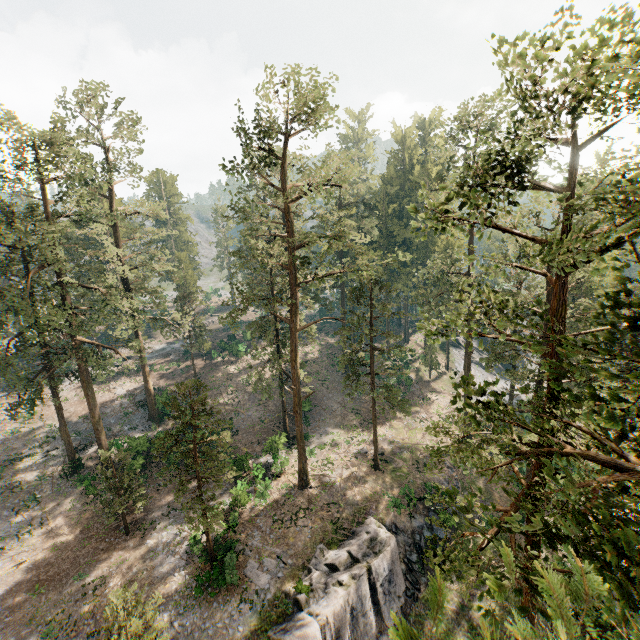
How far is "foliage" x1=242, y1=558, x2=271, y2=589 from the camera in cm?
2161

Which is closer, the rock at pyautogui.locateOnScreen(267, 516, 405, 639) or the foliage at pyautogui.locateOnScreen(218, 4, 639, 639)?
the foliage at pyautogui.locateOnScreen(218, 4, 639, 639)

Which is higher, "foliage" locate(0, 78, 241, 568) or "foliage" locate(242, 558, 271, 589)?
"foliage" locate(0, 78, 241, 568)

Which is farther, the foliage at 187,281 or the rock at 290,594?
the foliage at 187,281

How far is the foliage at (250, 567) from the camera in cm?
2161

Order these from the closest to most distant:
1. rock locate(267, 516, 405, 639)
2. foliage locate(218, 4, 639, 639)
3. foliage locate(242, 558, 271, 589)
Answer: foliage locate(218, 4, 639, 639) < rock locate(267, 516, 405, 639) < foliage locate(242, 558, 271, 589)

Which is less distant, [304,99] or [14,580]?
[304,99]
